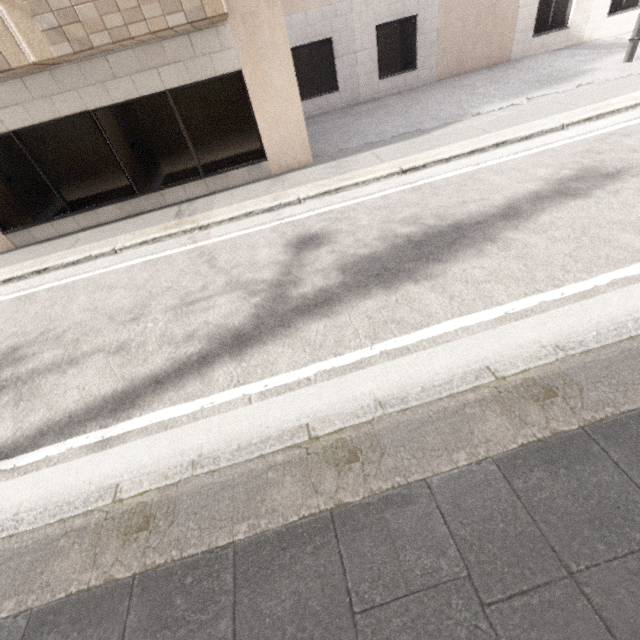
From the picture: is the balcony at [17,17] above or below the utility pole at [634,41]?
above

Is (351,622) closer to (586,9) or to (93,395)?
(93,395)

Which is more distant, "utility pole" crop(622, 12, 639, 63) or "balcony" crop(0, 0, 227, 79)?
"utility pole" crop(622, 12, 639, 63)

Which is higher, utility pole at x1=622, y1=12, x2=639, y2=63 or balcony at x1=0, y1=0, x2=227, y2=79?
balcony at x1=0, y1=0, x2=227, y2=79

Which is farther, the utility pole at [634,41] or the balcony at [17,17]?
the utility pole at [634,41]
